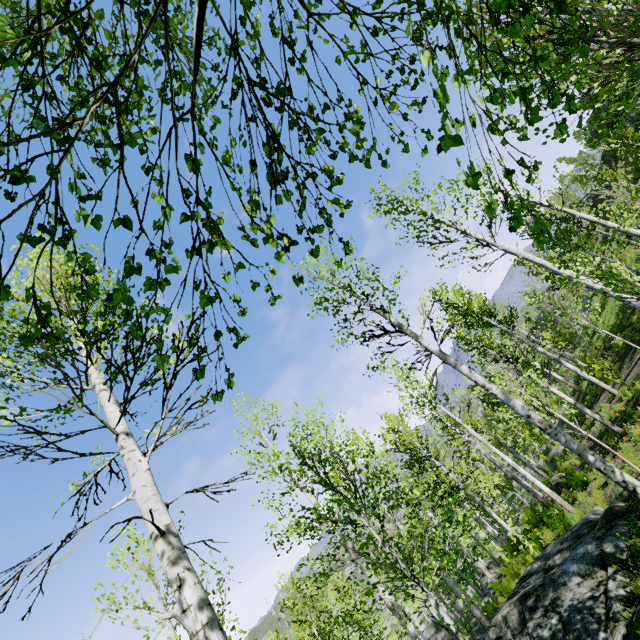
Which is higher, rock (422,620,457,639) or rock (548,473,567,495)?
rock (548,473,567,495)

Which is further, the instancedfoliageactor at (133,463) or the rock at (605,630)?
the rock at (605,630)

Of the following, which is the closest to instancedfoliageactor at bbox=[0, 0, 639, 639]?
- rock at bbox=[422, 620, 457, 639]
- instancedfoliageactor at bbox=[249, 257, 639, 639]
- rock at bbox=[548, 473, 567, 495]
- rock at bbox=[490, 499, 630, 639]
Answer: rock at bbox=[490, 499, 630, 639]

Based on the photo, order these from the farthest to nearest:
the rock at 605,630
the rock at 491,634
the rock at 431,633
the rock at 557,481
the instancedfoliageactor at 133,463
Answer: the rock at 431,633
the rock at 557,481
the rock at 491,634
the rock at 605,630
the instancedfoliageactor at 133,463

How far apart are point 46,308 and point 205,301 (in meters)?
0.56

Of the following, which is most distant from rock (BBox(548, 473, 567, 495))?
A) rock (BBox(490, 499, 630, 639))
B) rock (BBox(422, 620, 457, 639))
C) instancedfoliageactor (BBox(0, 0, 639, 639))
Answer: instancedfoliageactor (BBox(0, 0, 639, 639))

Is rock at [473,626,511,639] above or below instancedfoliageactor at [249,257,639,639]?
above

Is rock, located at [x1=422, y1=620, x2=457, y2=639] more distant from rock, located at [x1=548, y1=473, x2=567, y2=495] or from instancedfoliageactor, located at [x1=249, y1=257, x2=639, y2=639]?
rock, located at [x1=548, y1=473, x2=567, y2=495]
